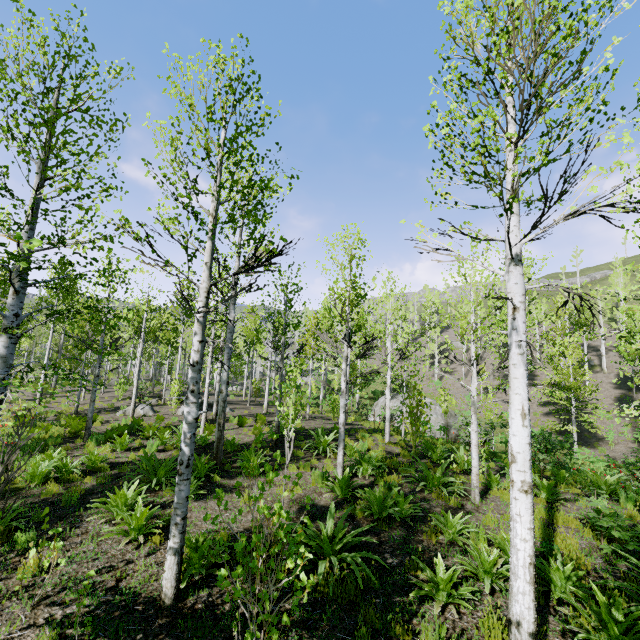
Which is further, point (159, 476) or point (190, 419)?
point (159, 476)

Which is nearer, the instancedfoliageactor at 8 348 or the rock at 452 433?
the instancedfoliageactor at 8 348

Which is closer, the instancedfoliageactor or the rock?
the instancedfoliageactor

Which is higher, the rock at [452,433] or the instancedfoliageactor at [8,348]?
the instancedfoliageactor at [8,348]

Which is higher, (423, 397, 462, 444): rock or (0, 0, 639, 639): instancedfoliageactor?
(0, 0, 639, 639): instancedfoliageactor

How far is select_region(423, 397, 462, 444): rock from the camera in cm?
2241
